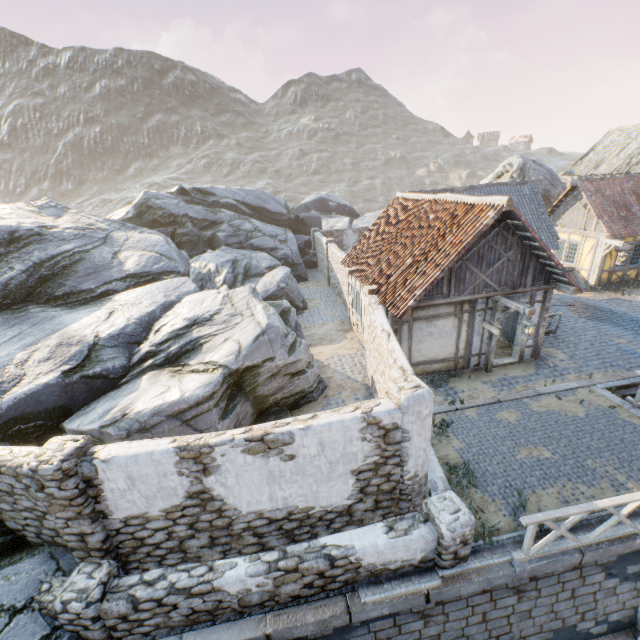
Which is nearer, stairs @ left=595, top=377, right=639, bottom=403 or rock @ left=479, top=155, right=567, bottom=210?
stairs @ left=595, top=377, right=639, bottom=403

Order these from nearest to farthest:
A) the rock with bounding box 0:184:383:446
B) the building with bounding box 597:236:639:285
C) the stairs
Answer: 1. the rock with bounding box 0:184:383:446
2. the stairs
3. the building with bounding box 597:236:639:285

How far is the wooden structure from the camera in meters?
9.3

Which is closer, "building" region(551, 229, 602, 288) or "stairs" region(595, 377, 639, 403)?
"stairs" region(595, 377, 639, 403)

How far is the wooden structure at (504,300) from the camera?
9.3 meters

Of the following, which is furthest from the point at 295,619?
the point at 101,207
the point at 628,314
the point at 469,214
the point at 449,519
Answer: the point at 101,207

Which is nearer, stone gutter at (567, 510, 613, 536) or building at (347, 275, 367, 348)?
stone gutter at (567, 510, 613, 536)

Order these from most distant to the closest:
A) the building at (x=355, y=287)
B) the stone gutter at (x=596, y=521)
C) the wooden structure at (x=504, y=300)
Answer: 1. the building at (x=355, y=287)
2. the wooden structure at (x=504, y=300)
3. the stone gutter at (x=596, y=521)
